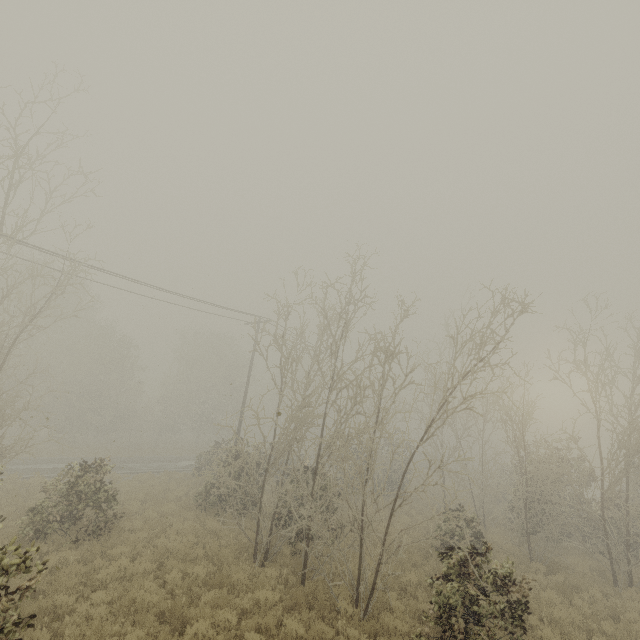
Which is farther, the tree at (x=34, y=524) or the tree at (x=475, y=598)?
the tree at (x=475, y=598)

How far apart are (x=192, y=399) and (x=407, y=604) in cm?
3967

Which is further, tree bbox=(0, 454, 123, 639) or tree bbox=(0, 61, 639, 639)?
tree bbox=(0, 61, 639, 639)
